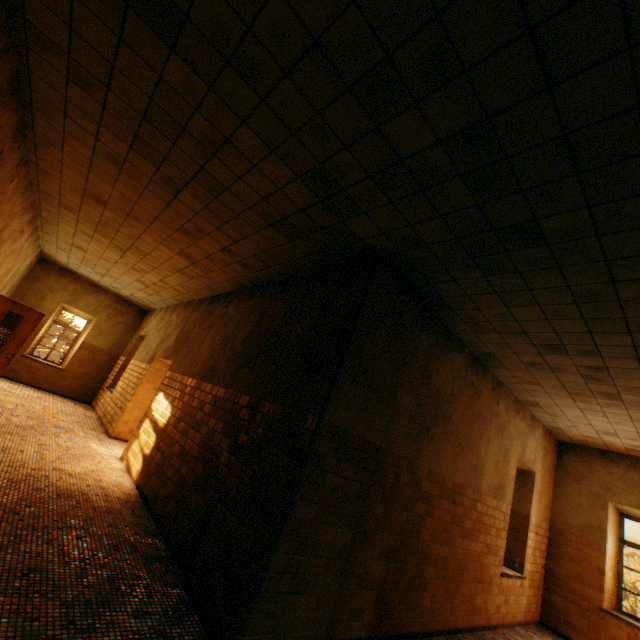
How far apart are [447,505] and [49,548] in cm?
481
